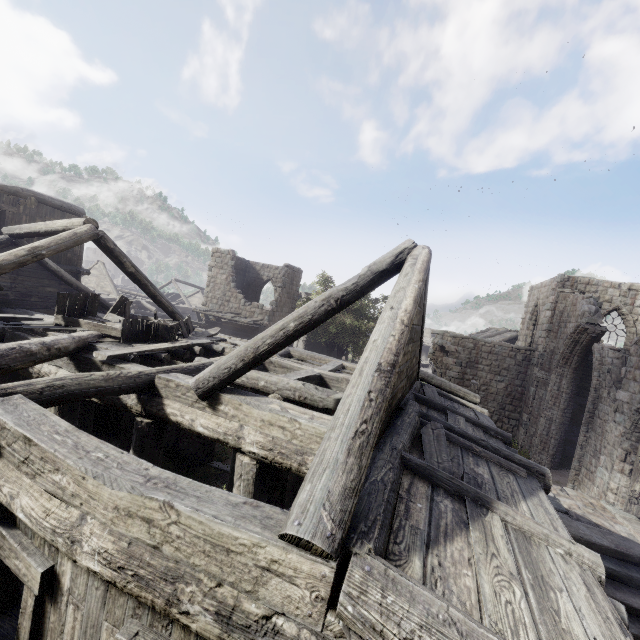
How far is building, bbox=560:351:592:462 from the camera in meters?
17.9

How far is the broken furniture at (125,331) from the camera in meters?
7.8 m

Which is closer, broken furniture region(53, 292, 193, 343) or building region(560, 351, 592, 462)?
broken furniture region(53, 292, 193, 343)

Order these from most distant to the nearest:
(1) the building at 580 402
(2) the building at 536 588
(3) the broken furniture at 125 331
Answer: (1) the building at 580 402
(3) the broken furniture at 125 331
(2) the building at 536 588

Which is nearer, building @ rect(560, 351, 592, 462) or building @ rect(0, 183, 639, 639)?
building @ rect(0, 183, 639, 639)

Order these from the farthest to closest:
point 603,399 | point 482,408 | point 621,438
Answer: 1. point 603,399
2. point 621,438
3. point 482,408

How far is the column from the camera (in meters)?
17.98

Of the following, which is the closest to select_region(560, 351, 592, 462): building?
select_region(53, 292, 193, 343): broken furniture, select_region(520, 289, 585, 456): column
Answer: select_region(520, 289, 585, 456): column
